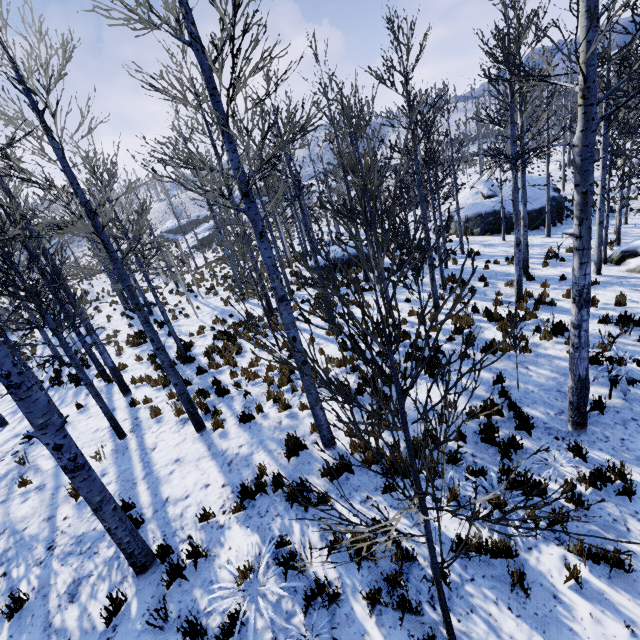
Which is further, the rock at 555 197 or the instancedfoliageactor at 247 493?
the rock at 555 197

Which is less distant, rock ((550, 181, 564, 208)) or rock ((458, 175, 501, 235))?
rock ((458, 175, 501, 235))

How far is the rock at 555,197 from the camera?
23.86m

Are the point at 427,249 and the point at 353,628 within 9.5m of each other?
yes

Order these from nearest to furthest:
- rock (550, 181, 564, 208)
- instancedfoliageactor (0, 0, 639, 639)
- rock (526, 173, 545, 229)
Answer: instancedfoliageactor (0, 0, 639, 639) < rock (526, 173, 545, 229) < rock (550, 181, 564, 208)

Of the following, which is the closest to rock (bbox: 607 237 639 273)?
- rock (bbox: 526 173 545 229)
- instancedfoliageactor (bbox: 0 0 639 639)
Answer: instancedfoliageactor (bbox: 0 0 639 639)

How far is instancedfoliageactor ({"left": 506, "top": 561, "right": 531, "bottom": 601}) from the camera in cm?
376

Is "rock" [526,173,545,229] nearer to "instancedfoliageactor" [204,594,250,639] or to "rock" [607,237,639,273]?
"instancedfoliageactor" [204,594,250,639]
